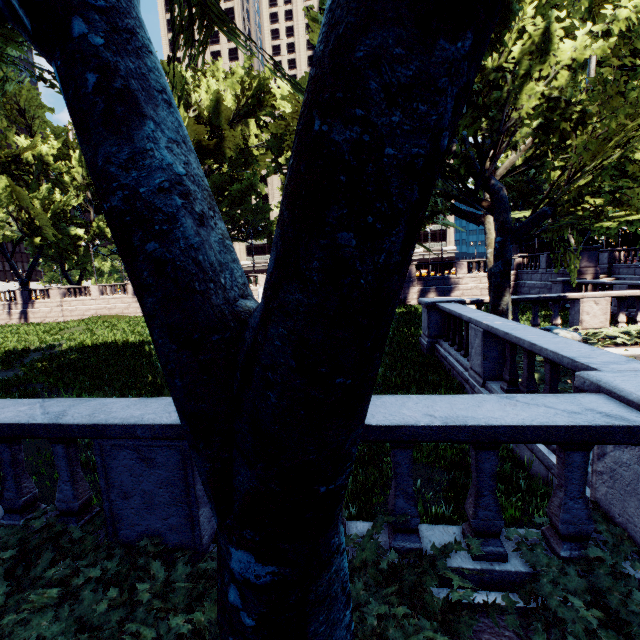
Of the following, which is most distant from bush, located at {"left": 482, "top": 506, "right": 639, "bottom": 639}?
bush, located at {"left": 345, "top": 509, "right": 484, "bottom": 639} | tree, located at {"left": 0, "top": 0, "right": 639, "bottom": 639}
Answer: tree, located at {"left": 0, "top": 0, "right": 639, "bottom": 639}

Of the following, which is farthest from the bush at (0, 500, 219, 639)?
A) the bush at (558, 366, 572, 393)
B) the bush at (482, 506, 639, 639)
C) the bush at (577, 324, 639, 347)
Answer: the bush at (577, 324, 639, 347)

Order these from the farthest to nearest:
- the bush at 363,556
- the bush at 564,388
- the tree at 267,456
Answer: the bush at 564,388 → the bush at 363,556 → the tree at 267,456

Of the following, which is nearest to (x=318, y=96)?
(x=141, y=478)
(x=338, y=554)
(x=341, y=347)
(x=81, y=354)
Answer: (x=341, y=347)

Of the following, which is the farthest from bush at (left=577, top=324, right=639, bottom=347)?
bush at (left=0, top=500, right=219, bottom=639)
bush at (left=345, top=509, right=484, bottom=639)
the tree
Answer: bush at (left=0, top=500, right=219, bottom=639)

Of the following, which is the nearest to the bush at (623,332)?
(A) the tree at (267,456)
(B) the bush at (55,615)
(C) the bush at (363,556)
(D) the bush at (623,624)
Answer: (A) the tree at (267,456)

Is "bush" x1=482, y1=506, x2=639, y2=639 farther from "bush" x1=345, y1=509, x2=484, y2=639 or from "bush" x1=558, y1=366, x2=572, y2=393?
"bush" x1=558, y1=366, x2=572, y2=393

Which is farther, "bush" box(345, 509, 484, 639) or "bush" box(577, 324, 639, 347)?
"bush" box(577, 324, 639, 347)
